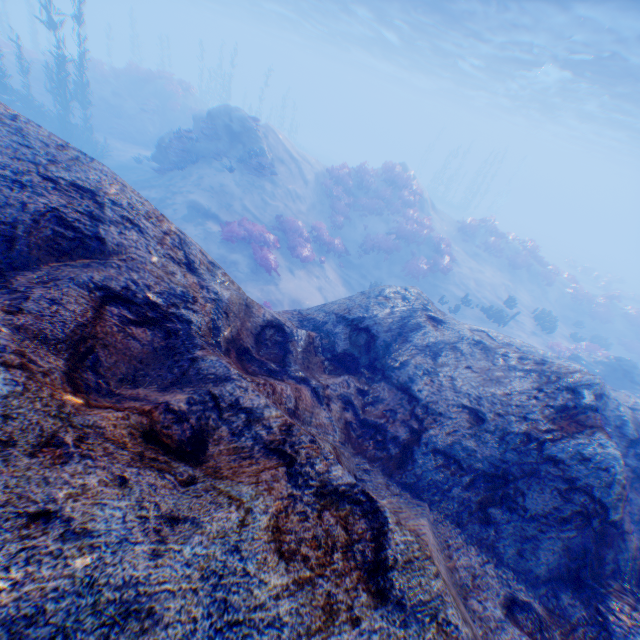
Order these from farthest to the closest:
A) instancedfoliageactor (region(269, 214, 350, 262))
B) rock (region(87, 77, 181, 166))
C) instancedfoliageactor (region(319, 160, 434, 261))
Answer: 1. instancedfoliageactor (region(319, 160, 434, 261))
2. rock (region(87, 77, 181, 166))
3. instancedfoliageactor (region(269, 214, 350, 262))

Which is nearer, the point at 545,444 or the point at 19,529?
the point at 19,529

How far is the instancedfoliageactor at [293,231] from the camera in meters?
15.0

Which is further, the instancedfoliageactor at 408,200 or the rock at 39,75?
the rock at 39,75

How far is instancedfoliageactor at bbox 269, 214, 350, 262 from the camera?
15.0m

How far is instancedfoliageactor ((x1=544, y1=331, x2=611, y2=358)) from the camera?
16.34m

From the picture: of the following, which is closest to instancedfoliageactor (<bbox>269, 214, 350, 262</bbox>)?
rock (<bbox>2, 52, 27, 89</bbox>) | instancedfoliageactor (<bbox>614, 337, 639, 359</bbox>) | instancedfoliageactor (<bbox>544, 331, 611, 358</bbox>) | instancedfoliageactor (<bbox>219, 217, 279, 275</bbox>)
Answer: instancedfoliageactor (<bbox>219, 217, 279, 275</bbox>)

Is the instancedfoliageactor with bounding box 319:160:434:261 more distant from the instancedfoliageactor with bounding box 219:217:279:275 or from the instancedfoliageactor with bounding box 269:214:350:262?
the instancedfoliageactor with bounding box 219:217:279:275
